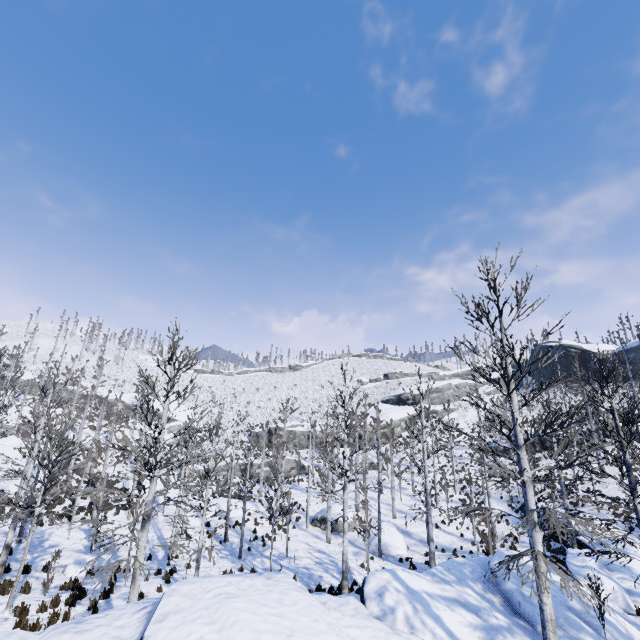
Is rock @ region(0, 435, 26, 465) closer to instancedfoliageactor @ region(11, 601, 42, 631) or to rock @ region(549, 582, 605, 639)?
instancedfoliageactor @ region(11, 601, 42, 631)

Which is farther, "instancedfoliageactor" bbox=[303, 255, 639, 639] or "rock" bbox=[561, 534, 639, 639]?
"rock" bbox=[561, 534, 639, 639]

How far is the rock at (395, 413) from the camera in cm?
5197

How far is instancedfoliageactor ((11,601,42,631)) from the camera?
9.3 meters

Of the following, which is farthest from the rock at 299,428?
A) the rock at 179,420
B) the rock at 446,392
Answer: the rock at 179,420

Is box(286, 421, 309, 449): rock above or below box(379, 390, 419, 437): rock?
below

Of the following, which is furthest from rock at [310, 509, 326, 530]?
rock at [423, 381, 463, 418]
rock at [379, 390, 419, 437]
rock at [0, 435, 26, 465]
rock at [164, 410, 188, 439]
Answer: rock at [164, 410, 188, 439]

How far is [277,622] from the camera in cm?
645
